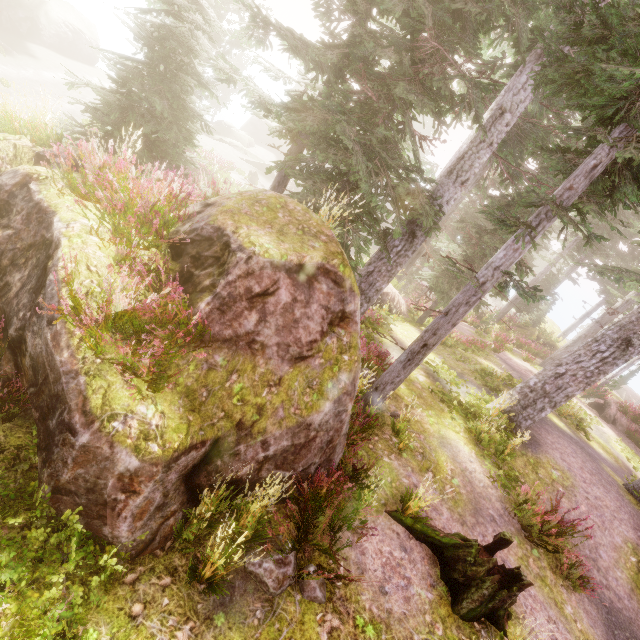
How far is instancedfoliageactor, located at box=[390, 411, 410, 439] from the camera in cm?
770

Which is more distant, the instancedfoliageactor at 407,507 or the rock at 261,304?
the instancedfoliageactor at 407,507

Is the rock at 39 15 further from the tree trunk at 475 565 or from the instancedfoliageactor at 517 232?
the tree trunk at 475 565

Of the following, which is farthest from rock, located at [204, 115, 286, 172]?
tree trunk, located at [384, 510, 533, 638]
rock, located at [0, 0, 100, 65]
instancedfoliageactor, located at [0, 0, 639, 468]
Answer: tree trunk, located at [384, 510, 533, 638]

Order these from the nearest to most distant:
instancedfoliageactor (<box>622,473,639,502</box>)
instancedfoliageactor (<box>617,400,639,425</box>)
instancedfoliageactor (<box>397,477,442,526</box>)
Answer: instancedfoliageactor (<box>397,477,442,526</box>), instancedfoliageactor (<box>622,473,639,502</box>), instancedfoliageactor (<box>617,400,639,425</box>)

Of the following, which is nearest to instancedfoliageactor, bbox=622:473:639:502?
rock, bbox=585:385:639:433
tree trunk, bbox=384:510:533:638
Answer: rock, bbox=585:385:639:433

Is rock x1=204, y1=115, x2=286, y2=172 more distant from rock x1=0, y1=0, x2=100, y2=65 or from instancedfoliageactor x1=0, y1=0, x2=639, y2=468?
rock x1=0, y1=0, x2=100, y2=65

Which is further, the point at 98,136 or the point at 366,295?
the point at 366,295
